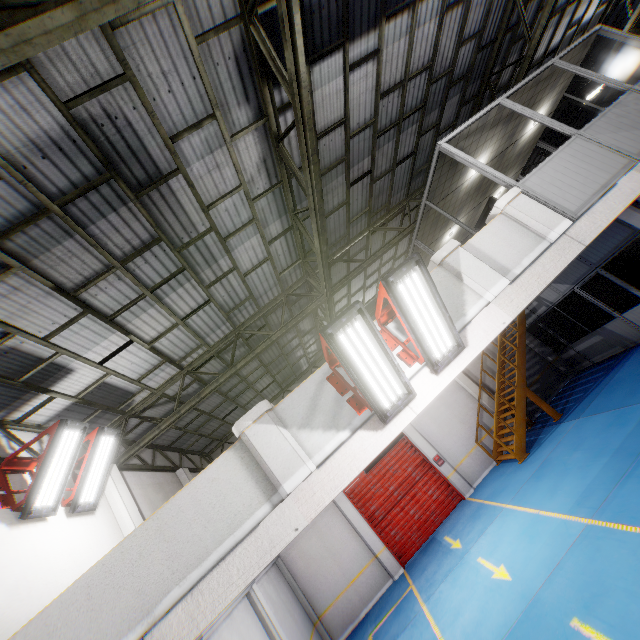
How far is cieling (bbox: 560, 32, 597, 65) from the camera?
7.8m

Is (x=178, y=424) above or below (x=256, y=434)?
above

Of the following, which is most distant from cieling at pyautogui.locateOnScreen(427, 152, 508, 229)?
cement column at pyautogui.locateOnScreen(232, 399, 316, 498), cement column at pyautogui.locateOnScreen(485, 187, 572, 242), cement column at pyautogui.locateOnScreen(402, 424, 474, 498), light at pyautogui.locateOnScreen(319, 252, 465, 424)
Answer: cement column at pyautogui.locateOnScreen(402, 424, 474, 498)

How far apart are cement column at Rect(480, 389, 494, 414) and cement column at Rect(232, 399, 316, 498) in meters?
13.4 m

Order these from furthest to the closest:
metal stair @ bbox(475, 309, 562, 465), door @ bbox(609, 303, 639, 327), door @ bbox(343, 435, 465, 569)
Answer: door @ bbox(343, 435, 465, 569) → metal stair @ bbox(475, 309, 562, 465) → door @ bbox(609, 303, 639, 327)

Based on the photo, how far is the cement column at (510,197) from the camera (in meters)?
5.39

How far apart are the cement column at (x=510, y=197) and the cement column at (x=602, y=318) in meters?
14.4 m

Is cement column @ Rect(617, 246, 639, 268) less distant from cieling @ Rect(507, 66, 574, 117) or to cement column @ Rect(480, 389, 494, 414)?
cieling @ Rect(507, 66, 574, 117)
